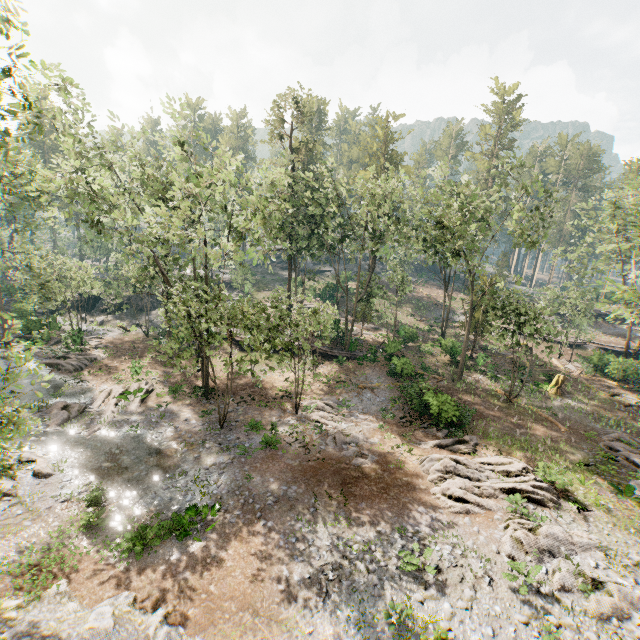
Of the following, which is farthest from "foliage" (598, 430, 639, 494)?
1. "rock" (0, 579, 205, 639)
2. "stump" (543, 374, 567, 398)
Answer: "stump" (543, 374, 567, 398)

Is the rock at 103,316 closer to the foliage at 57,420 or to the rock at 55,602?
the foliage at 57,420

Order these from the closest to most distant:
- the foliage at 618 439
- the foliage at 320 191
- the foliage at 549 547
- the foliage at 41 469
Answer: the foliage at 41 469 → the foliage at 549 547 → the foliage at 618 439 → the foliage at 320 191

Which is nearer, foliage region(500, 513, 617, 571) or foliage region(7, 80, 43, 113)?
foliage region(7, 80, 43, 113)

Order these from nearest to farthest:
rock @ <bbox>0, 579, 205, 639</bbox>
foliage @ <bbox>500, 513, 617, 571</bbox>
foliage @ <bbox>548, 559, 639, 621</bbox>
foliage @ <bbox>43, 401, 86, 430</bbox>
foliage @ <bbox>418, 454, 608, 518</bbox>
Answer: rock @ <bbox>0, 579, 205, 639</bbox>, foliage @ <bbox>548, 559, 639, 621</bbox>, foliage @ <bbox>500, 513, 617, 571</bbox>, foliage @ <bbox>418, 454, 608, 518</bbox>, foliage @ <bbox>43, 401, 86, 430</bbox>

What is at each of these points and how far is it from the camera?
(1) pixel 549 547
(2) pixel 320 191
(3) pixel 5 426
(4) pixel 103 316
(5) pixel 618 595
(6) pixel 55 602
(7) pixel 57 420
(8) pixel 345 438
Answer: (1) foliage, 13.8 meters
(2) foliage, 35.7 meters
(3) foliage, 7.4 meters
(4) rock, 41.6 meters
(5) foliage, 12.0 meters
(6) rock, 10.8 meters
(7) foliage, 20.5 meters
(8) foliage, 21.4 meters

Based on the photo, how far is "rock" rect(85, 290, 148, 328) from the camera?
40.9 meters
